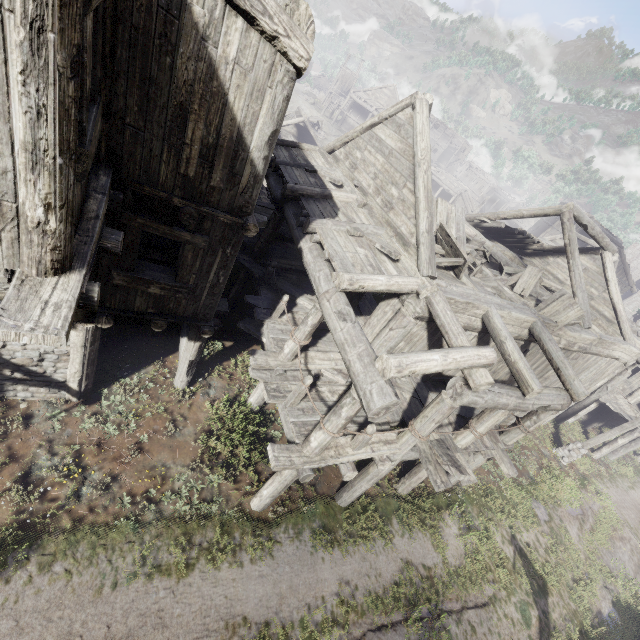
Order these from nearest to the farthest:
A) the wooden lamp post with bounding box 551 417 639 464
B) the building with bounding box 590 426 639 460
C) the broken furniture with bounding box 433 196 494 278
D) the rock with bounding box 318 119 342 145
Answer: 1. the broken furniture with bounding box 433 196 494 278
2. the wooden lamp post with bounding box 551 417 639 464
3. the building with bounding box 590 426 639 460
4. the rock with bounding box 318 119 342 145

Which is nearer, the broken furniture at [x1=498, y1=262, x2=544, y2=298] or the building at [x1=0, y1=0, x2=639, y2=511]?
the building at [x1=0, y1=0, x2=639, y2=511]

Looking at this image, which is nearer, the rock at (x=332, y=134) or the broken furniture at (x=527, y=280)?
the broken furniture at (x=527, y=280)

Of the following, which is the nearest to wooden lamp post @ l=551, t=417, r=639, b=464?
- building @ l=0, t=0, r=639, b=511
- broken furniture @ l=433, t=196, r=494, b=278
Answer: building @ l=0, t=0, r=639, b=511

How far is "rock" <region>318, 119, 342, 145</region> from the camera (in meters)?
47.47

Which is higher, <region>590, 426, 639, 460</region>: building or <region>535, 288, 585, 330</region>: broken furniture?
<region>535, 288, 585, 330</region>: broken furniture

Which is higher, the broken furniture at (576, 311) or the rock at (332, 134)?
the broken furniture at (576, 311)

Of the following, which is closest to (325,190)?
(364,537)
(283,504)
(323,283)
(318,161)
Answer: (318,161)
